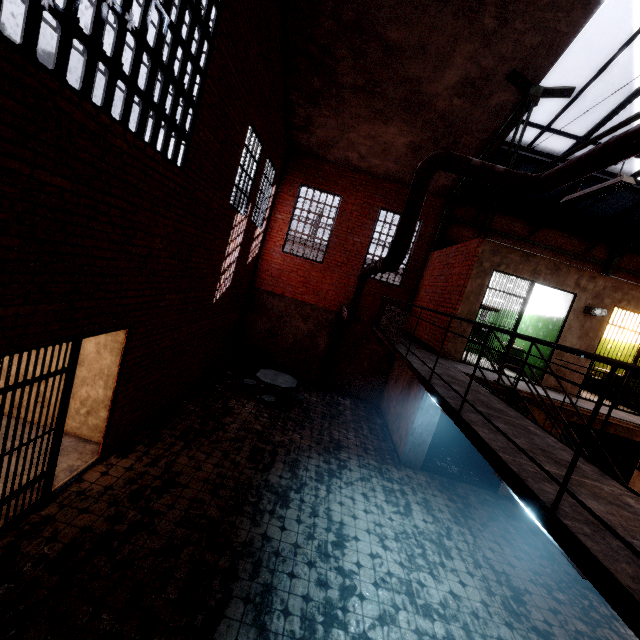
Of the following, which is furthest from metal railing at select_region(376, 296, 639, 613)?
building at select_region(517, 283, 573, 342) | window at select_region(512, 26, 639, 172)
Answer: window at select_region(512, 26, 639, 172)

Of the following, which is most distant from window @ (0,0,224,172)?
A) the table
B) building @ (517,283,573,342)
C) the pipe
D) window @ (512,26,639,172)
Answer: building @ (517,283,573,342)

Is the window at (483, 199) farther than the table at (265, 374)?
Yes

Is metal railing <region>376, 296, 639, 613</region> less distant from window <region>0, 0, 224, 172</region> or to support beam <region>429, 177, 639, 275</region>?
support beam <region>429, 177, 639, 275</region>

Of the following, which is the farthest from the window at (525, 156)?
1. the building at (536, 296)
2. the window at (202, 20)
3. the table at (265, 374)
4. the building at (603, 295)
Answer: the table at (265, 374)

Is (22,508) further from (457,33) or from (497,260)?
(457,33)

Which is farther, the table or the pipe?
Result: the table

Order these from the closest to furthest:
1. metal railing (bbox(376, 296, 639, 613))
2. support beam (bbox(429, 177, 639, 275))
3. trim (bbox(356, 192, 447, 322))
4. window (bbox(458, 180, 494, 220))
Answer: metal railing (bbox(376, 296, 639, 613)), support beam (bbox(429, 177, 639, 275)), window (bbox(458, 180, 494, 220)), trim (bbox(356, 192, 447, 322))
